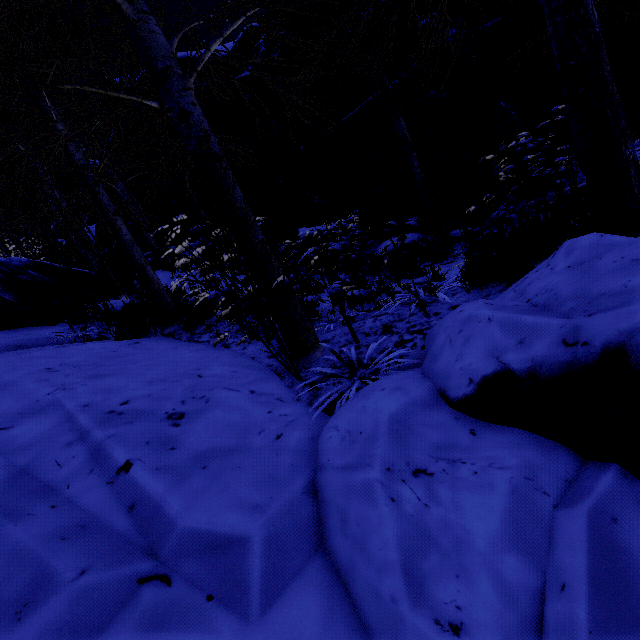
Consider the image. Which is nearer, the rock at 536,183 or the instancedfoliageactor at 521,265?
the instancedfoliageactor at 521,265

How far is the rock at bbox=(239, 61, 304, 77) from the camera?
7.4m

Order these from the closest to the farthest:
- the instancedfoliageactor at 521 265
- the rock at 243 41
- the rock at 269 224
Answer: the instancedfoliageactor at 521 265 → the rock at 243 41 → the rock at 269 224

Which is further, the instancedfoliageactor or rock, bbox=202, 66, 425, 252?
rock, bbox=202, 66, 425, 252

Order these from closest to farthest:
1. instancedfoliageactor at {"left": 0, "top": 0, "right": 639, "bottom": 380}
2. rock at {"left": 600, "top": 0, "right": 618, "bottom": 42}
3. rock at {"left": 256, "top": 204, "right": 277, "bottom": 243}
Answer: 1. instancedfoliageactor at {"left": 0, "top": 0, "right": 639, "bottom": 380}
2. rock at {"left": 600, "top": 0, "right": 618, "bottom": 42}
3. rock at {"left": 256, "top": 204, "right": 277, "bottom": 243}

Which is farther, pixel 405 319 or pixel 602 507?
pixel 405 319
